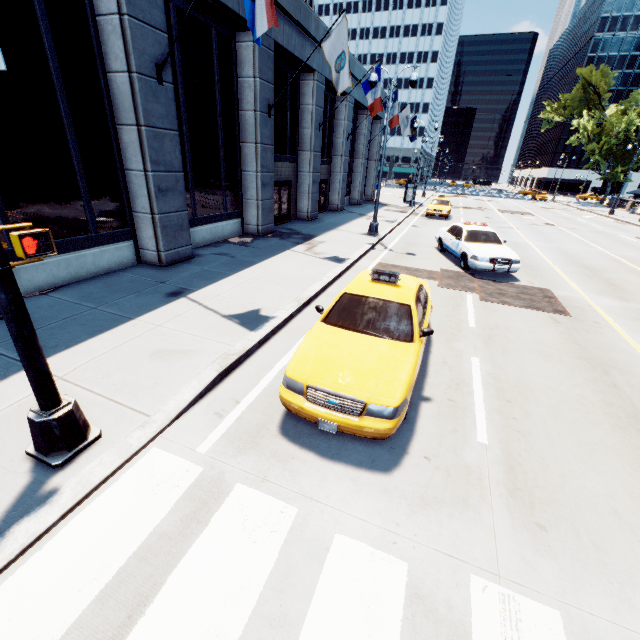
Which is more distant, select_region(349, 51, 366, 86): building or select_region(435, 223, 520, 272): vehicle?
select_region(349, 51, 366, 86): building

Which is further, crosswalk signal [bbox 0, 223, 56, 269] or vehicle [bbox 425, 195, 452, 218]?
vehicle [bbox 425, 195, 452, 218]

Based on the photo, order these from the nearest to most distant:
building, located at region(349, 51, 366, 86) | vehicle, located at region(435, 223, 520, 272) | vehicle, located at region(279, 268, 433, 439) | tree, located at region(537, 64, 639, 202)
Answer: vehicle, located at region(279, 268, 433, 439) → vehicle, located at region(435, 223, 520, 272) → building, located at region(349, 51, 366, 86) → tree, located at region(537, 64, 639, 202)

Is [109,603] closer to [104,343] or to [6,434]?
[6,434]

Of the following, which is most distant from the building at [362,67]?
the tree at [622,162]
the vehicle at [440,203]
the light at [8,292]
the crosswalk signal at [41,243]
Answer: the tree at [622,162]

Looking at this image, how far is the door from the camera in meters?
17.7

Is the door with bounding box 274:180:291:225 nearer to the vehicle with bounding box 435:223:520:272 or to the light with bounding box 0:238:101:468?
the vehicle with bounding box 435:223:520:272

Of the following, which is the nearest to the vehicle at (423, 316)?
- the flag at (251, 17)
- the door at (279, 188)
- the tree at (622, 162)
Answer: the flag at (251, 17)
